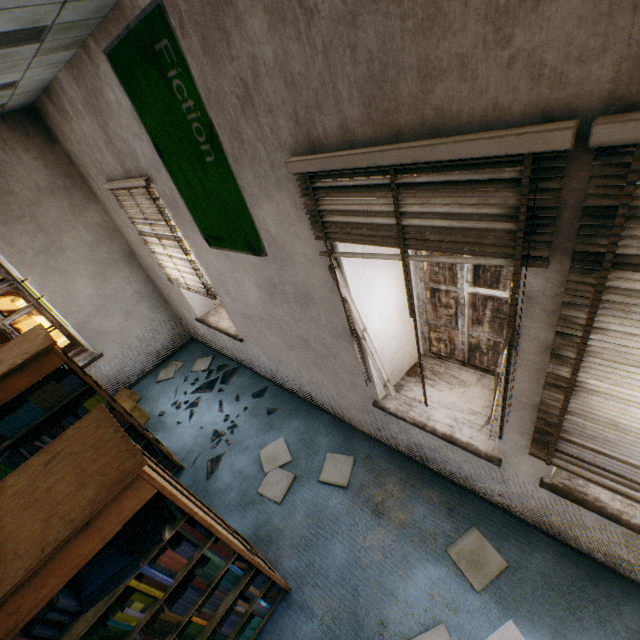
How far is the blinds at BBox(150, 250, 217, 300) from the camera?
3.8m

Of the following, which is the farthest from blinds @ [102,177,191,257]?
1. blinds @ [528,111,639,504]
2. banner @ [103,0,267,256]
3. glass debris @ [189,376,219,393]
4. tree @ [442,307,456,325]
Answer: tree @ [442,307,456,325]

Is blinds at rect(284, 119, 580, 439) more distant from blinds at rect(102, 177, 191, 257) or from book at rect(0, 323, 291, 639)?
blinds at rect(102, 177, 191, 257)

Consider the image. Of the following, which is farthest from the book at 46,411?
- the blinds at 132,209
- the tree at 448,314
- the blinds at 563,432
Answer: the tree at 448,314

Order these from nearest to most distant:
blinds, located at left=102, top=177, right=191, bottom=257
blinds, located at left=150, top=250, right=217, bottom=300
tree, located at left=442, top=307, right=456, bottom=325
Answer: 1. blinds, located at left=102, top=177, right=191, bottom=257
2. blinds, located at left=150, top=250, right=217, bottom=300
3. tree, located at left=442, top=307, right=456, bottom=325

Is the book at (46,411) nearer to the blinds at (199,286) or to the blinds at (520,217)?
the blinds at (520,217)

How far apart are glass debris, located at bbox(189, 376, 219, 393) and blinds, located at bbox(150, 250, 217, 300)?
1.6m

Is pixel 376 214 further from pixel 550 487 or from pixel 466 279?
pixel 550 487
